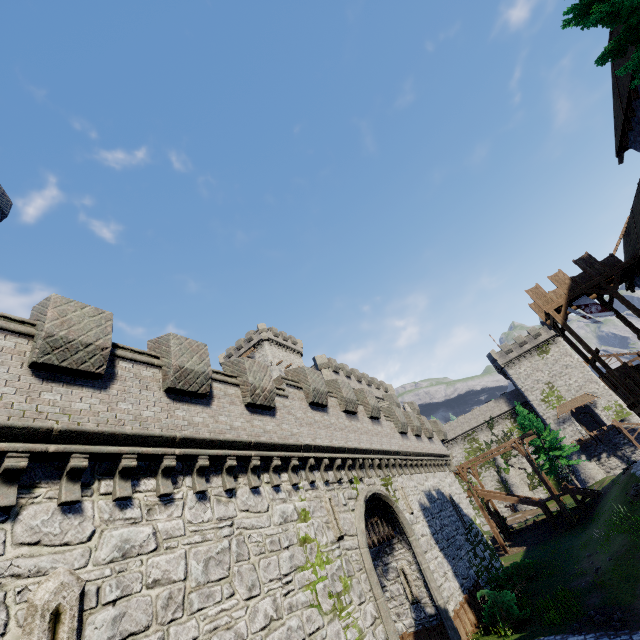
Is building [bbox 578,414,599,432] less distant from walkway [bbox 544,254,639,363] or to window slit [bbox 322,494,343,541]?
walkway [bbox 544,254,639,363]

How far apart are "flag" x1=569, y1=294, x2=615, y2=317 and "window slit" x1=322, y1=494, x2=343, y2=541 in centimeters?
2381cm

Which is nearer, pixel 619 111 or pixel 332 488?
pixel 332 488

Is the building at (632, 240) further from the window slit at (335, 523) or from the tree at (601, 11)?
the window slit at (335, 523)

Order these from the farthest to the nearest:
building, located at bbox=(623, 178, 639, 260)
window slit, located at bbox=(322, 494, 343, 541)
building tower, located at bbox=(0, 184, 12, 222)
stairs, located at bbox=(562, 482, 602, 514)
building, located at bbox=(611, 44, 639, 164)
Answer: stairs, located at bbox=(562, 482, 602, 514) → building, located at bbox=(623, 178, 639, 260) → building, located at bbox=(611, 44, 639, 164) → building tower, located at bbox=(0, 184, 12, 222) → window slit, located at bbox=(322, 494, 343, 541)

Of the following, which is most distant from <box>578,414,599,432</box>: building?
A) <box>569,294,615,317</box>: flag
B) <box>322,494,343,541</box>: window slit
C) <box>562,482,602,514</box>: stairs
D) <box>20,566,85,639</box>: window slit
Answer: <box>20,566,85,639</box>: window slit

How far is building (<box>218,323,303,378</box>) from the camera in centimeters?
5219cm

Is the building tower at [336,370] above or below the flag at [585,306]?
above
